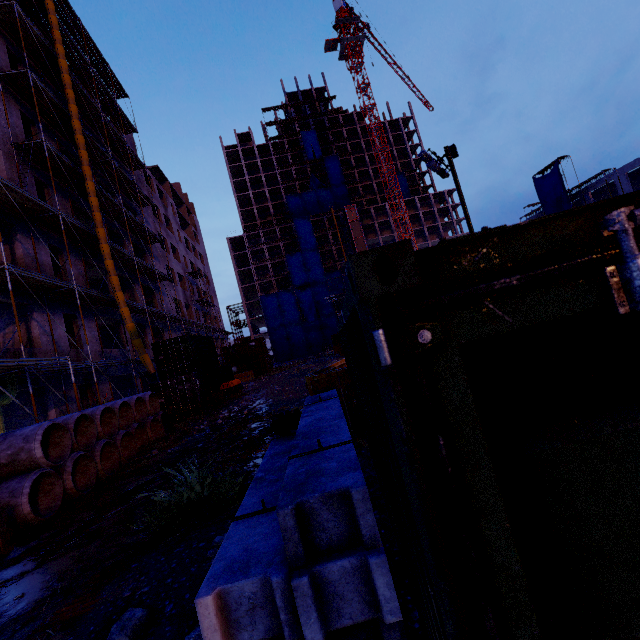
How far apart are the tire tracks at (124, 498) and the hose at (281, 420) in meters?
4.6

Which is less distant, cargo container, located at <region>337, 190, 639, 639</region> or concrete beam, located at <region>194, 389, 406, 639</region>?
cargo container, located at <region>337, 190, 639, 639</region>

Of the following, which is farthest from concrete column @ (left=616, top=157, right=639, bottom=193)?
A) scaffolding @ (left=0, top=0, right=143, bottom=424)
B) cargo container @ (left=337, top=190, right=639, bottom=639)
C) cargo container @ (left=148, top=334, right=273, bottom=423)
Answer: cargo container @ (left=148, top=334, right=273, bottom=423)

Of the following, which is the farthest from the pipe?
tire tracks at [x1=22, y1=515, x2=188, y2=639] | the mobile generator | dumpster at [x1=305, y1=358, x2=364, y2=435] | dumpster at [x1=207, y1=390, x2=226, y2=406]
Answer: the mobile generator

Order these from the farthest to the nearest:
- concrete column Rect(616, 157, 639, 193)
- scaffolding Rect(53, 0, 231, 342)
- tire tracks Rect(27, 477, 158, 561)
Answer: concrete column Rect(616, 157, 639, 193)
scaffolding Rect(53, 0, 231, 342)
tire tracks Rect(27, 477, 158, 561)

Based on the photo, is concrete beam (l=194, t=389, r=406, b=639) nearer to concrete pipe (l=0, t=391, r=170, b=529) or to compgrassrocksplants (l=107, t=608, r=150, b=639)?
compgrassrocksplants (l=107, t=608, r=150, b=639)

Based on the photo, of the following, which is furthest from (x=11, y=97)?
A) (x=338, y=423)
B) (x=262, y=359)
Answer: (x=262, y=359)

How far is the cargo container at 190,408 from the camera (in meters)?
18.50
